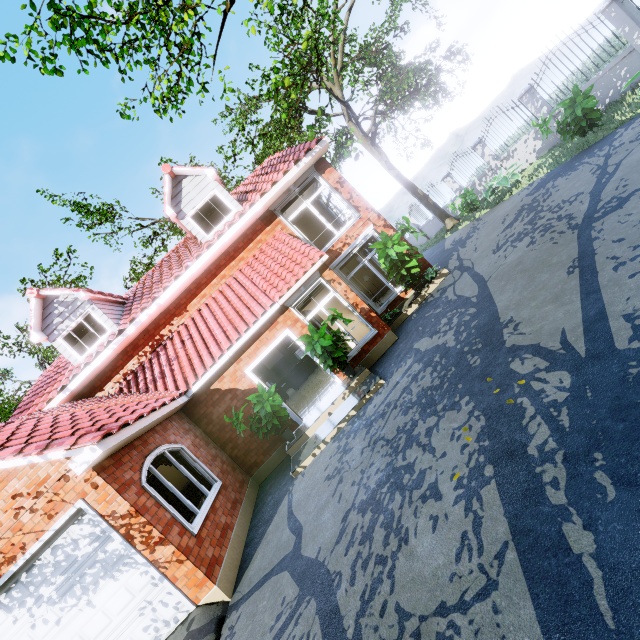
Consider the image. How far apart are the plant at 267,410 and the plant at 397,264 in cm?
490

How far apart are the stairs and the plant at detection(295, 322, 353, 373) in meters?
8.4 m

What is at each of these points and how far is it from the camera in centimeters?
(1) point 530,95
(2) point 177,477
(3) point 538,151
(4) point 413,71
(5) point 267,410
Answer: (1) fence, 1191cm
(2) stairs, 1380cm
(3) fence, 1340cm
(4) tree, 1634cm
(5) plant, 772cm

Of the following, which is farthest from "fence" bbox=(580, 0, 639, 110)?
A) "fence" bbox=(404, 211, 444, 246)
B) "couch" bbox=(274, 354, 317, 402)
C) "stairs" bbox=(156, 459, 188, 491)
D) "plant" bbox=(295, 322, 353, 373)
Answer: "stairs" bbox=(156, 459, 188, 491)

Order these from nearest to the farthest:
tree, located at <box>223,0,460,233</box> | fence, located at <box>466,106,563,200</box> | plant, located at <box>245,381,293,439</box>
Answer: tree, located at <box>223,0,460,233</box> → plant, located at <box>245,381,293,439</box> → fence, located at <box>466,106,563,200</box>

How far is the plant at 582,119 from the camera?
8.6 meters

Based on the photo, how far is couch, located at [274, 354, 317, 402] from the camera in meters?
15.0

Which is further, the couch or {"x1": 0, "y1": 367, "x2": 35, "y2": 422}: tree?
{"x1": 0, "y1": 367, "x2": 35, "y2": 422}: tree
